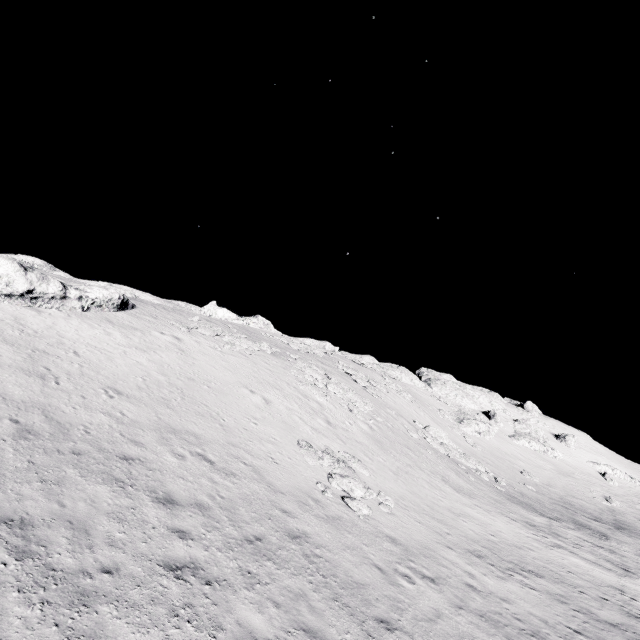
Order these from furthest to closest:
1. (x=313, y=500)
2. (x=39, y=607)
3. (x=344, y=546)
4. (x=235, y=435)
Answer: (x=235, y=435), (x=313, y=500), (x=344, y=546), (x=39, y=607)

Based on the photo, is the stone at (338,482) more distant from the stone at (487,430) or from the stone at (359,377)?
the stone at (487,430)

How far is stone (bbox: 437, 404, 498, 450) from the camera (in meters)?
45.26

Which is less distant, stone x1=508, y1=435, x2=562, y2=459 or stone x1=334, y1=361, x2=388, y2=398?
stone x1=334, y1=361, x2=388, y2=398

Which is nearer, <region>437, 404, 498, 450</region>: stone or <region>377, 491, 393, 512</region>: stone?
<region>377, 491, 393, 512</region>: stone

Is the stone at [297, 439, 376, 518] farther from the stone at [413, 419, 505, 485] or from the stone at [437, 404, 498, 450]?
the stone at [437, 404, 498, 450]

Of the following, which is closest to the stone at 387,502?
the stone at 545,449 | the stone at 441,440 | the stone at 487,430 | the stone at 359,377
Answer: the stone at 441,440
